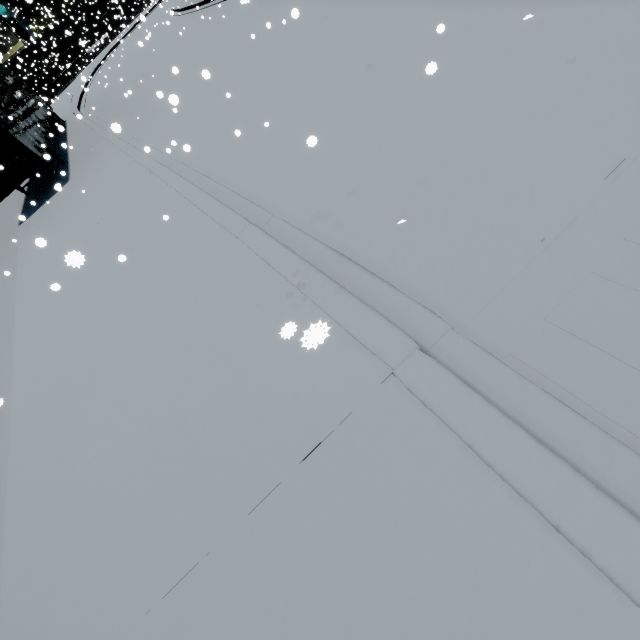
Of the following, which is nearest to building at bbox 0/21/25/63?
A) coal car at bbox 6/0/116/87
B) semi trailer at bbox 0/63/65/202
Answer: semi trailer at bbox 0/63/65/202

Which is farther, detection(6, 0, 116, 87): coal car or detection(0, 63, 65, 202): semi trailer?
detection(6, 0, 116, 87): coal car

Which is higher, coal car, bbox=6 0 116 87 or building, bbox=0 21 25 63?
building, bbox=0 21 25 63

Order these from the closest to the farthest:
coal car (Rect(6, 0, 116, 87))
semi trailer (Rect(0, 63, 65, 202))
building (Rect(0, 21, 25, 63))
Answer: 1. semi trailer (Rect(0, 63, 65, 202))
2. coal car (Rect(6, 0, 116, 87))
3. building (Rect(0, 21, 25, 63))

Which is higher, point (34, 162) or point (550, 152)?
point (34, 162)

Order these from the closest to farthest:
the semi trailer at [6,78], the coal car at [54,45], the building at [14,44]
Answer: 1. the semi trailer at [6,78]
2. the coal car at [54,45]
3. the building at [14,44]

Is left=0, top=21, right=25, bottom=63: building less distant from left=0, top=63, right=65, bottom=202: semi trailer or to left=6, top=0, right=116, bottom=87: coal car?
left=0, top=63, right=65, bottom=202: semi trailer

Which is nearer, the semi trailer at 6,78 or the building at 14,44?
the semi trailer at 6,78
